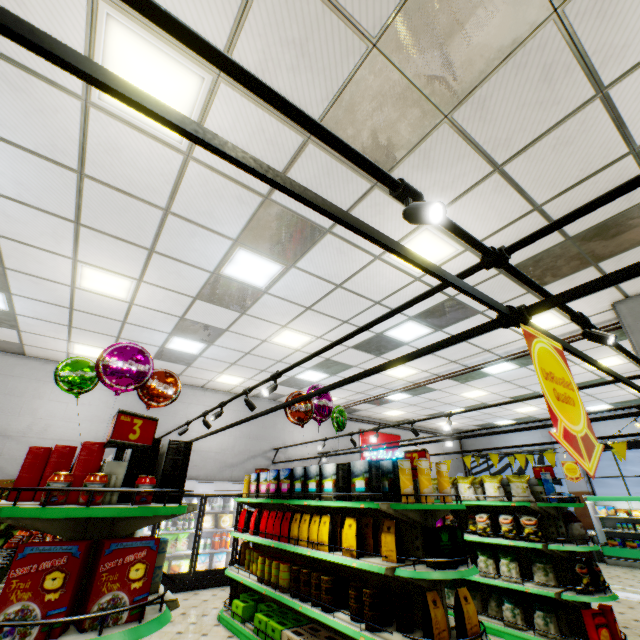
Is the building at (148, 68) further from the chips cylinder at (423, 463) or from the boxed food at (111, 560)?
the chips cylinder at (423, 463)

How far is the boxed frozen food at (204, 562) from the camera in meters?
8.0

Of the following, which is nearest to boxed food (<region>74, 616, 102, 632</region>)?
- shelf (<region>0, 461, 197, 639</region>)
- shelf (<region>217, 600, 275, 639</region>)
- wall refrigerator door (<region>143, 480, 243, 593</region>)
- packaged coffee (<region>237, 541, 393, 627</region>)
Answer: shelf (<region>0, 461, 197, 639</region>)

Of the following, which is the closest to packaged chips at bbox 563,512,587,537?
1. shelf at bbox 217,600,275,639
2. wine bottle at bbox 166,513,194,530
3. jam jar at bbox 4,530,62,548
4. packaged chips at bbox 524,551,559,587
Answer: packaged chips at bbox 524,551,559,587

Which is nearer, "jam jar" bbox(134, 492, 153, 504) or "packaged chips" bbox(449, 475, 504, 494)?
"jam jar" bbox(134, 492, 153, 504)

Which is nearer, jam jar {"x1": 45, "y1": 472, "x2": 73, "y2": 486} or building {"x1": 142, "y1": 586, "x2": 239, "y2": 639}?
jam jar {"x1": 45, "y1": 472, "x2": 73, "y2": 486}

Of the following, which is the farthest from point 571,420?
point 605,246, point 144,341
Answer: point 144,341

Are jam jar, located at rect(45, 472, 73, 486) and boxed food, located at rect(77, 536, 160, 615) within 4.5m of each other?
yes
